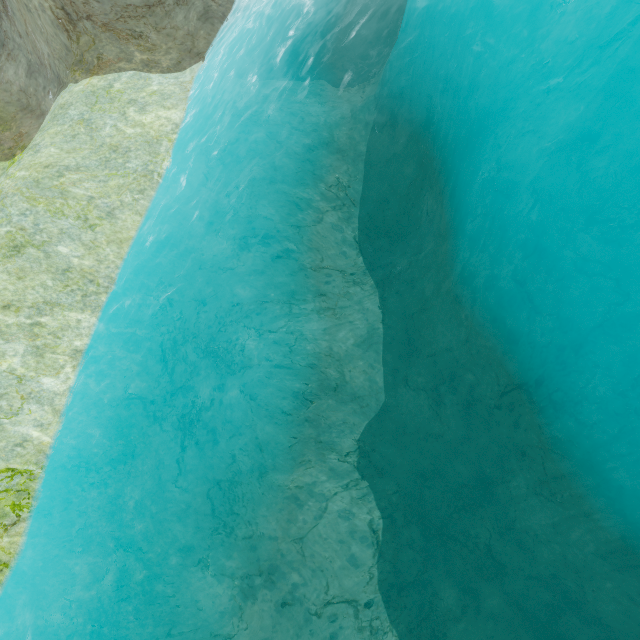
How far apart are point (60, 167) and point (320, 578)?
17.5 meters
